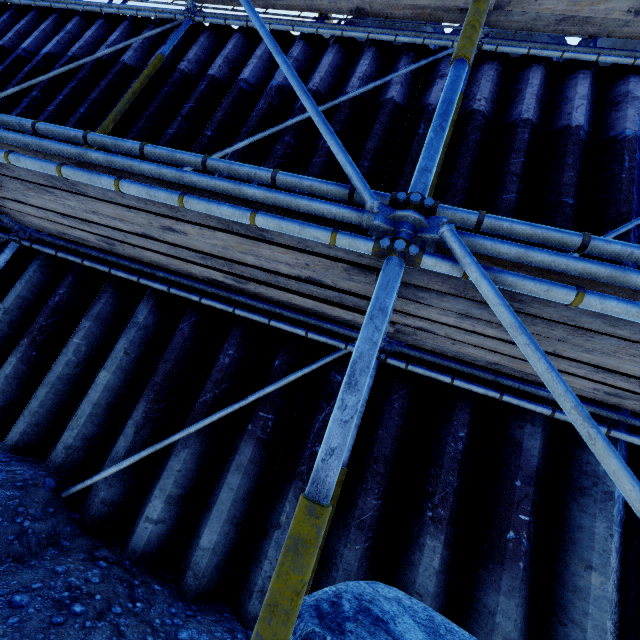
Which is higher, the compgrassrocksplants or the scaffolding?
the scaffolding

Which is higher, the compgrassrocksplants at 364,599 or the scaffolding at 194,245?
the scaffolding at 194,245

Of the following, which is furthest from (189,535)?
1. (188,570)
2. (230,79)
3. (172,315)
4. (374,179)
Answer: (230,79)
